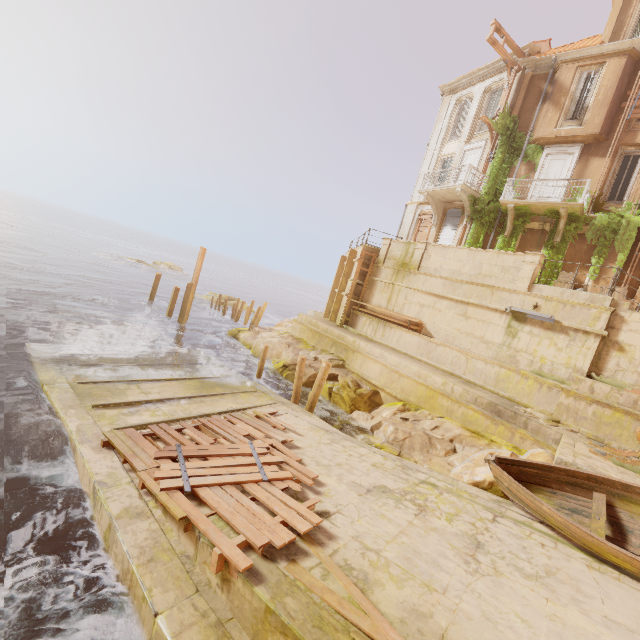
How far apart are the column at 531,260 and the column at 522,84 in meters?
10.6

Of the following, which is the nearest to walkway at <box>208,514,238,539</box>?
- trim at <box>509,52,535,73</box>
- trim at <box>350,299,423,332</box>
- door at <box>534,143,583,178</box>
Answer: trim at <box>350,299,423,332</box>

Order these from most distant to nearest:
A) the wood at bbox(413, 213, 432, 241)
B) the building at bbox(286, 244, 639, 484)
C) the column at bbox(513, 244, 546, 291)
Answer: the wood at bbox(413, 213, 432, 241)
the column at bbox(513, 244, 546, 291)
the building at bbox(286, 244, 639, 484)

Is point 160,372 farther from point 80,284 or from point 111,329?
point 80,284

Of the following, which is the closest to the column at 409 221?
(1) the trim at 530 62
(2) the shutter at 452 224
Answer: (2) the shutter at 452 224

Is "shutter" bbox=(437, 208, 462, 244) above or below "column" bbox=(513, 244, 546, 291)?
above

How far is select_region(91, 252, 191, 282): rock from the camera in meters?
47.8

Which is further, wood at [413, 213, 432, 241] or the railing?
wood at [413, 213, 432, 241]
